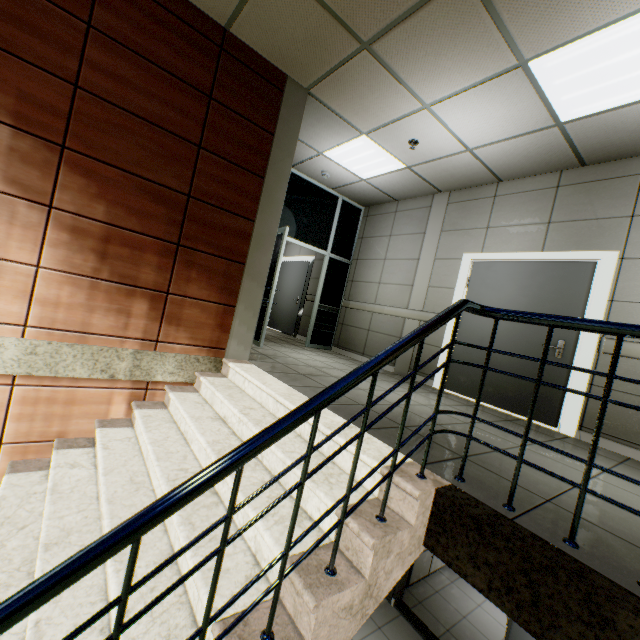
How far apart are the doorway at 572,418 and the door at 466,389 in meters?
0.0

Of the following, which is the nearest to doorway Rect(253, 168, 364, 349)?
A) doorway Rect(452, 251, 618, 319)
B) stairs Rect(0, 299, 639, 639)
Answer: stairs Rect(0, 299, 639, 639)

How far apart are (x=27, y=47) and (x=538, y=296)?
5.65m

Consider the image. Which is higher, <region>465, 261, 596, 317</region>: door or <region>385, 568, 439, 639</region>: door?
<region>465, 261, 596, 317</region>: door

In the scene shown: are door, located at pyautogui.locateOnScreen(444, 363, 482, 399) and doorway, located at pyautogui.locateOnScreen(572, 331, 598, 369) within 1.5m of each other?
yes

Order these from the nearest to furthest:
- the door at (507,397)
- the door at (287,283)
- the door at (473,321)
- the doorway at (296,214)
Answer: the door at (507,397) → the door at (473,321) → the doorway at (296,214) → the door at (287,283)

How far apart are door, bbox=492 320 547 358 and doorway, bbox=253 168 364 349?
2.74m

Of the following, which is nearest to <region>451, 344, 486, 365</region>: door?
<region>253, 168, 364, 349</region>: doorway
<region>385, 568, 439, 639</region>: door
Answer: <region>385, 568, 439, 639</region>: door
